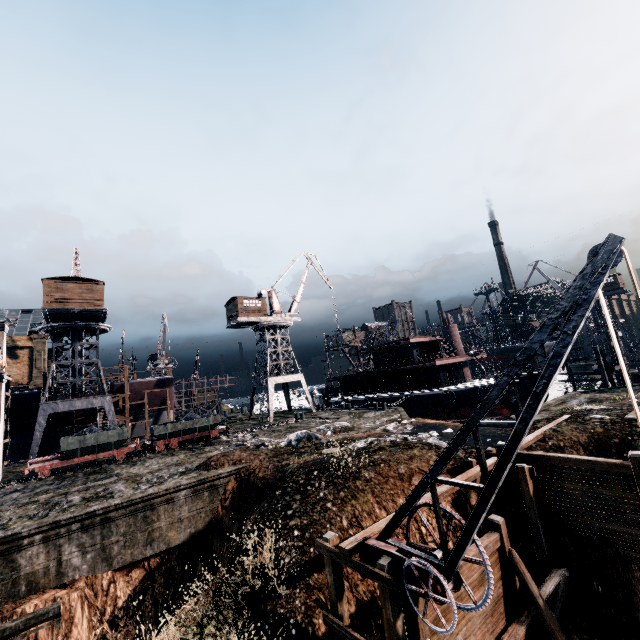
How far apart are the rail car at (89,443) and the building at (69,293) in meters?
12.8

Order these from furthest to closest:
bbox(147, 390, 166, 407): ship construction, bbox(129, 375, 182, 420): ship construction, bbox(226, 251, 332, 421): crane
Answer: bbox(147, 390, 166, 407): ship construction < bbox(129, 375, 182, 420): ship construction < bbox(226, 251, 332, 421): crane

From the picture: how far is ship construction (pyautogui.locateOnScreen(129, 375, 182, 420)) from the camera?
45.4m

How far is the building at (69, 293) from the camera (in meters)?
31.67

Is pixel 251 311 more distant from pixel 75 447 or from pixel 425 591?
pixel 425 591

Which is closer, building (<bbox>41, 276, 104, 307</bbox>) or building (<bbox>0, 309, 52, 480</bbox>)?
building (<bbox>0, 309, 52, 480</bbox>)

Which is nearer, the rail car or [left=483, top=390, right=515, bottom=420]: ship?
the rail car

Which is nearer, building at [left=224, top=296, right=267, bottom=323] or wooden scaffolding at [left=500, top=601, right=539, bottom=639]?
wooden scaffolding at [left=500, top=601, right=539, bottom=639]
